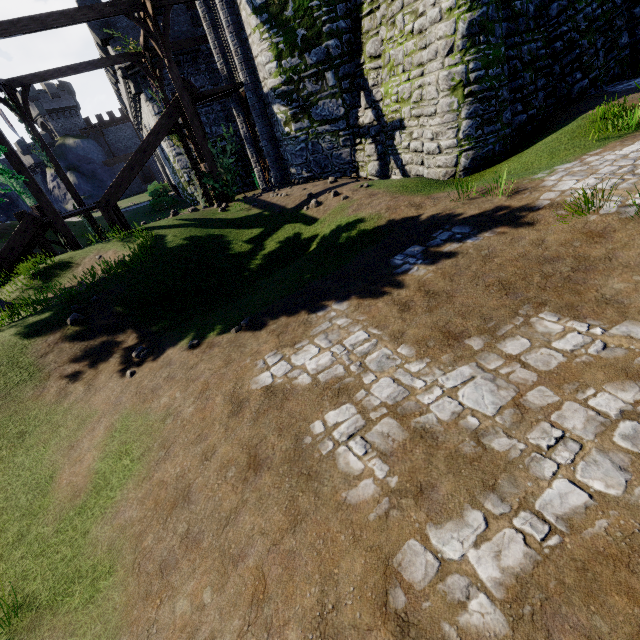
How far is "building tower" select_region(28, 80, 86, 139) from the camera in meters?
47.9 m

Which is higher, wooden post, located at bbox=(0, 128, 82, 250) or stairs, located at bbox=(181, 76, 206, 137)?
stairs, located at bbox=(181, 76, 206, 137)

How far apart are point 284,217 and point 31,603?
9.6 meters

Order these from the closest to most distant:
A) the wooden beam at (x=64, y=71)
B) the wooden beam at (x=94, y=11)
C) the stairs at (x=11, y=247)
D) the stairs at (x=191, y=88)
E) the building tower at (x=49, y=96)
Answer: the wooden beam at (x=94, y=11) < the stairs at (x=11, y=247) < the stairs at (x=191, y=88) < the wooden beam at (x=64, y=71) < the building tower at (x=49, y=96)

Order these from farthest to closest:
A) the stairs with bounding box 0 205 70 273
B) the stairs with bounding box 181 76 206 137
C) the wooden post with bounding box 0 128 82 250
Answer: Answer:
the stairs with bounding box 181 76 206 137
the stairs with bounding box 0 205 70 273
the wooden post with bounding box 0 128 82 250

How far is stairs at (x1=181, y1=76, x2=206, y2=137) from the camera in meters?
13.0

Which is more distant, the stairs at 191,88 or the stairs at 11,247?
the stairs at 191,88
